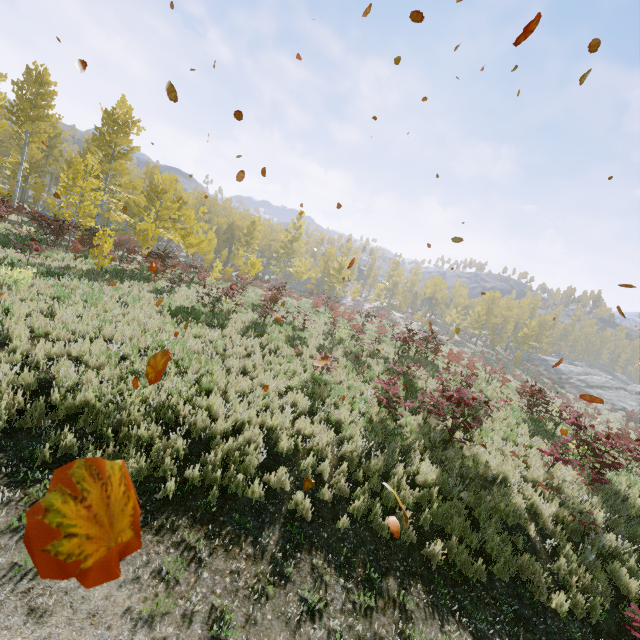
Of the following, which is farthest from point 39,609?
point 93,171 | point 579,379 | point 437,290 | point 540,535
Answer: point 437,290

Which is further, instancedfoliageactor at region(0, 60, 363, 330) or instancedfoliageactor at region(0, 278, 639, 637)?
instancedfoliageactor at region(0, 60, 363, 330)

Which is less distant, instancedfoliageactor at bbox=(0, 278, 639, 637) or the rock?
instancedfoliageactor at bbox=(0, 278, 639, 637)

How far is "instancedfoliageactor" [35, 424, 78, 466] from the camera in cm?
494

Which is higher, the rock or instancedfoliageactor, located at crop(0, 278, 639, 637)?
the rock

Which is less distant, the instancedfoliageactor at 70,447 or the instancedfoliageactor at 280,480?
the instancedfoliageactor at 70,447

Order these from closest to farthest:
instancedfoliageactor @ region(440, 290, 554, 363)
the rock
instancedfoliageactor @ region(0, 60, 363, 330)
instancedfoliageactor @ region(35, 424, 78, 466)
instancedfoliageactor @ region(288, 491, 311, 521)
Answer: instancedfoliageactor @ region(35, 424, 78, 466), instancedfoliageactor @ region(288, 491, 311, 521), instancedfoliageactor @ region(0, 60, 363, 330), the rock, instancedfoliageactor @ region(440, 290, 554, 363)

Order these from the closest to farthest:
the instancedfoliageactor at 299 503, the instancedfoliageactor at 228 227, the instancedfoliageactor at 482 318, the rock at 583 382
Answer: the instancedfoliageactor at 299 503, the instancedfoliageactor at 228 227, the rock at 583 382, the instancedfoliageactor at 482 318
